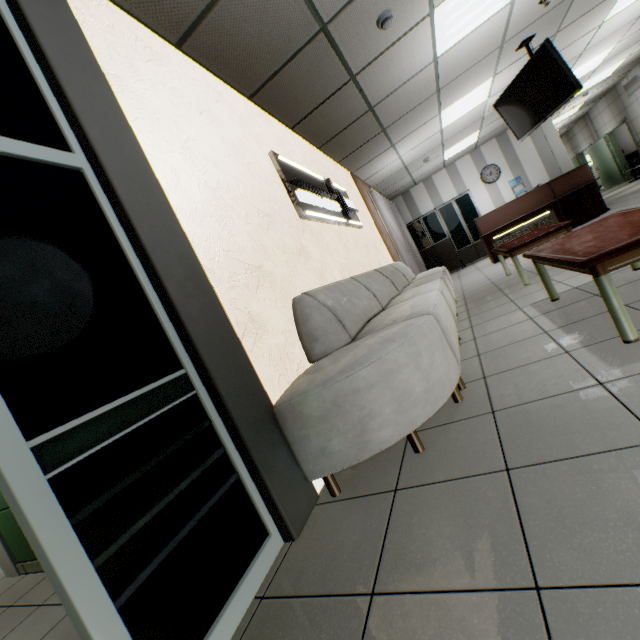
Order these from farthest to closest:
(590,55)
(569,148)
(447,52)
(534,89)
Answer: (569,148) → (590,55) → (534,89) → (447,52)

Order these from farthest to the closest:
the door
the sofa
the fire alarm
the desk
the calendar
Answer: the door < the calendar < the desk < the fire alarm < the sofa

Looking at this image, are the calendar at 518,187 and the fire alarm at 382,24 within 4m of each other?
no

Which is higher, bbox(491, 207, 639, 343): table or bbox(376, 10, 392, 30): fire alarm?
bbox(376, 10, 392, 30): fire alarm

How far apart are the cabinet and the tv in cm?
435

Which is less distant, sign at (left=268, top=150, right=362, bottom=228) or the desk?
sign at (left=268, top=150, right=362, bottom=228)

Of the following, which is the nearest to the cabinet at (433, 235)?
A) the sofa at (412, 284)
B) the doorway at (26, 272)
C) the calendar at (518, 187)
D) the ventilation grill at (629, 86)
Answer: the calendar at (518, 187)

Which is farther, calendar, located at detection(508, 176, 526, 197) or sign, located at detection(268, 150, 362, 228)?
calendar, located at detection(508, 176, 526, 197)
